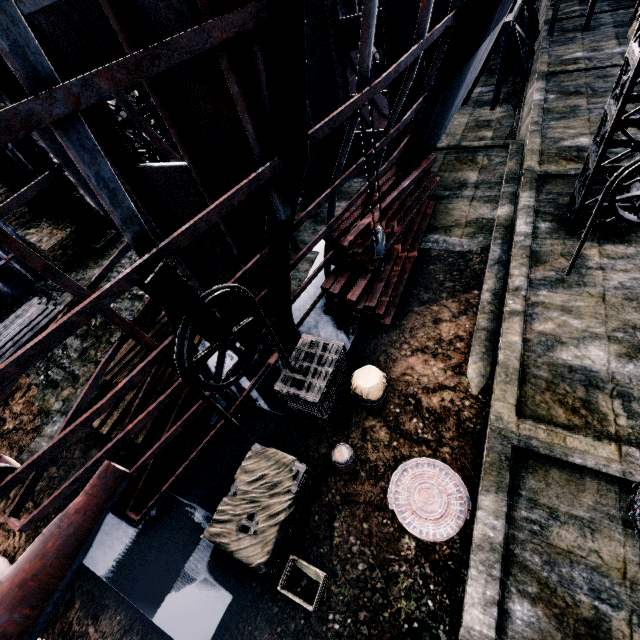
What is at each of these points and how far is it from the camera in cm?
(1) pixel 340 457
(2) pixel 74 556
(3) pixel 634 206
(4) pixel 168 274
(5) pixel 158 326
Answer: (1) wooden barrel, 751
(2) propeller, 593
(3) truss, 973
(4) pulley, 403
(5) wood pile, 1073

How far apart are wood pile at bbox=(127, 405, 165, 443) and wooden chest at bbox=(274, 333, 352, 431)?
4.47m

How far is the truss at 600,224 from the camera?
10.3m

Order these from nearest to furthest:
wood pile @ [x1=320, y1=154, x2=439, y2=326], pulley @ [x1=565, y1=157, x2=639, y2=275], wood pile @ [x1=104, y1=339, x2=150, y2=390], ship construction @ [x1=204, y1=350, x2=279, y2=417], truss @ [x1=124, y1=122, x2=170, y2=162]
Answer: pulley @ [x1=565, y1=157, x2=639, y2=275] → ship construction @ [x1=204, y1=350, x2=279, y2=417] → wood pile @ [x1=104, y1=339, x2=150, y2=390] → wood pile @ [x1=320, y1=154, x2=439, y2=326] → truss @ [x1=124, y1=122, x2=170, y2=162]

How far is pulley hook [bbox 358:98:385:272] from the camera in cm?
682

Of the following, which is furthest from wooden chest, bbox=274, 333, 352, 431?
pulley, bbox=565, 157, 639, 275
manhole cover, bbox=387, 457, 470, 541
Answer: pulley, bbox=565, 157, 639, 275

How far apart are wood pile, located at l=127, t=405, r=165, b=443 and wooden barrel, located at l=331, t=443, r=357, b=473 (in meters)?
5.97

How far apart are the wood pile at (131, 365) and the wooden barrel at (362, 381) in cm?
617
